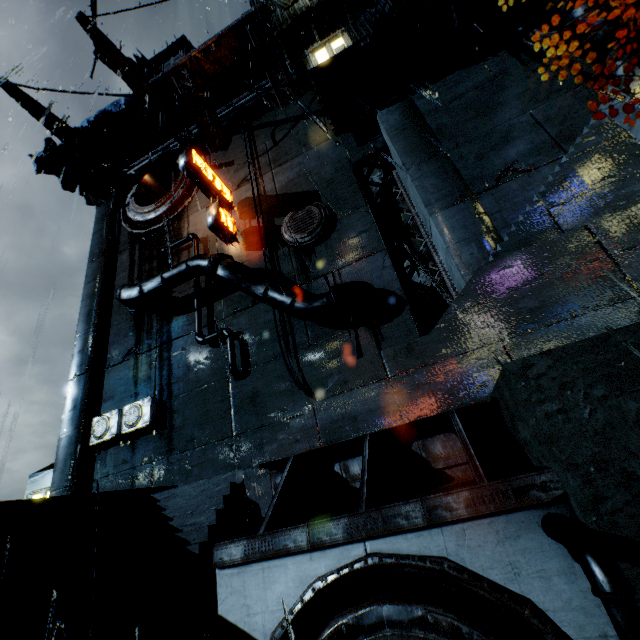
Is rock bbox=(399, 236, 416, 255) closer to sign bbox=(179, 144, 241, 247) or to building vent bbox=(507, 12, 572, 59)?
building vent bbox=(507, 12, 572, 59)

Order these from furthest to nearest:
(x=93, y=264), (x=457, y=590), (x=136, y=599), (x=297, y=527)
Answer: (x=93, y=264) → (x=136, y=599) → (x=297, y=527) → (x=457, y=590)

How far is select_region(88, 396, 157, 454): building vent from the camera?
17.02m

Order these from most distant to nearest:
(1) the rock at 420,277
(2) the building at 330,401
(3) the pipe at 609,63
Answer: (1) the rock at 420,277 → (3) the pipe at 609,63 → (2) the building at 330,401

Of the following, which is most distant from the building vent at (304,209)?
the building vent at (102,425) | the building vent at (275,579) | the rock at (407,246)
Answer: the building vent at (275,579)

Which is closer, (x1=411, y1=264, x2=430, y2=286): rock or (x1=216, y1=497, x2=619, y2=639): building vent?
(x1=216, y1=497, x2=619, y2=639): building vent

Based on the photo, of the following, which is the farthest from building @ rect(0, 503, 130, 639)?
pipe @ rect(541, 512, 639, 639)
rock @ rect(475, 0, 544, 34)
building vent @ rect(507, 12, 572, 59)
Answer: rock @ rect(475, 0, 544, 34)

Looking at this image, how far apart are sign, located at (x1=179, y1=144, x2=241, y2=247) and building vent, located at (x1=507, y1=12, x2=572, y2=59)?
17.3 meters
